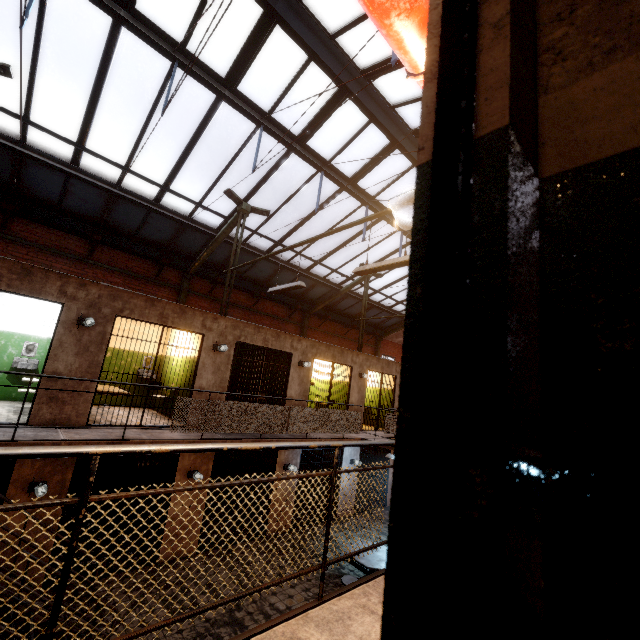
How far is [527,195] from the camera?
0.51m

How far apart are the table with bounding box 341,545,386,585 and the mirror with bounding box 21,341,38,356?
9.7m

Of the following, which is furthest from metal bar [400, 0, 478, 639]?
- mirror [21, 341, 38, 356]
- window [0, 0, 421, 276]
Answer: mirror [21, 341, 38, 356]

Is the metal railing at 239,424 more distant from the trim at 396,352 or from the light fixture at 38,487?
the trim at 396,352

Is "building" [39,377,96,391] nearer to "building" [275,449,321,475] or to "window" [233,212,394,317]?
"building" [275,449,321,475]

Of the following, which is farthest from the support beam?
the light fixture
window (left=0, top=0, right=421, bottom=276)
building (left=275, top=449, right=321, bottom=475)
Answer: the light fixture

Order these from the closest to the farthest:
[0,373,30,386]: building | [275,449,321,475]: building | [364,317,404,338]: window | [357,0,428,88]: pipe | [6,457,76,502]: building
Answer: [357,0,428,88]: pipe
[6,457,76,502]: building
[0,373,30,386]: building
[275,449,321,475]: building
[364,317,404,338]: window

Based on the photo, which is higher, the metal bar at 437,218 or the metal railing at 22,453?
the metal bar at 437,218
